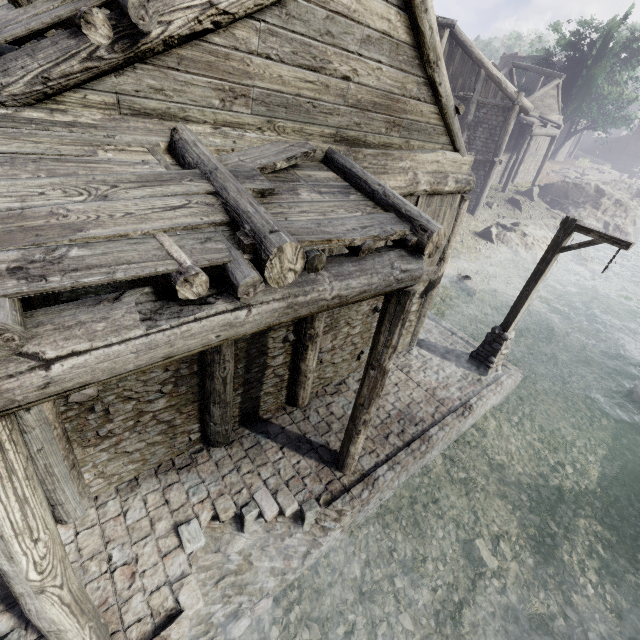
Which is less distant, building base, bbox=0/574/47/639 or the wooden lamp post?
building base, bbox=0/574/47/639

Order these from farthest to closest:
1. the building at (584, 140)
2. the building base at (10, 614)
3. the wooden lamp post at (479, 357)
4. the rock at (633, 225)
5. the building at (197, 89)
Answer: the building at (584, 140) → the rock at (633, 225) → the wooden lamp post at (479, 357) → the building base at (10, 614) → the building at (197, 89)

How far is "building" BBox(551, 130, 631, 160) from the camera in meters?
42.2

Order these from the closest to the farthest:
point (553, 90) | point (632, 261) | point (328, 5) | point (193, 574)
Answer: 1. point (328, 5)
2. point (193, 574)
3. point (632, 261)
4. point (553, 90)

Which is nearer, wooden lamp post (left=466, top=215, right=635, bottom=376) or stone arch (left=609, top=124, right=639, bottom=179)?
wooden lamp post (left=466, top=215, right=635, bottom=376)

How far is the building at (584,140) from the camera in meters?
42.2

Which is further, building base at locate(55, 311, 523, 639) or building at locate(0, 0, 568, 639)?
building base at locate(55, 311, 523, 639)

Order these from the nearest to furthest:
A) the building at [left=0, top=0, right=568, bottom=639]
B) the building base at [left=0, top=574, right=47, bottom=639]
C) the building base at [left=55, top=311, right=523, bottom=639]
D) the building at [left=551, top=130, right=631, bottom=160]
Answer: the building at [left=0, top=0, right=568, bottom=639]
the building base at [left=0, top=574, right=47, bottom=639]
the building base at [left=55, top=311, right=523, bottom=639]
the building at [left=551, top=130, right=631, bottom=160]
